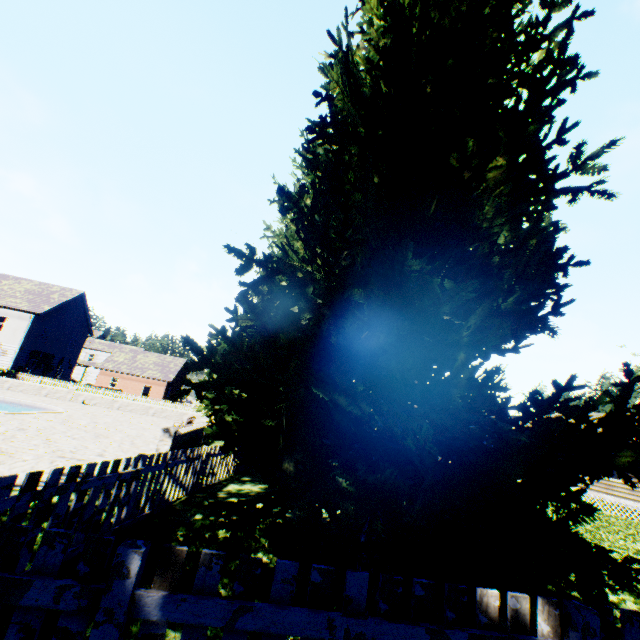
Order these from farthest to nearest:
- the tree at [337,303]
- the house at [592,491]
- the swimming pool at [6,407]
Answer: the house at [592,491], the swimming pool at [6,407], the tree at [337,303]

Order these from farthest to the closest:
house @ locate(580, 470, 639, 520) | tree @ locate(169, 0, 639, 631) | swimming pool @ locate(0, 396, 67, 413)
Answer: house @ locate(580, 470, 639, 520), swimming pool @ locate(0, 396, 67, 413), tree @ locate(169, 0, 639, 631)

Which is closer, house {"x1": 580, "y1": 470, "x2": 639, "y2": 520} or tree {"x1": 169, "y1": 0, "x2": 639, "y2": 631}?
tree {"x1": 169, "y1": 0, "x2": 639, "y2": 631}

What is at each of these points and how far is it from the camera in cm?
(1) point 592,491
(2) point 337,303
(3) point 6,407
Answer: (1) house, 2000
(2) tree, 317
(3) swimming pool, 1828

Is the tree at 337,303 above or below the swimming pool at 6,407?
above

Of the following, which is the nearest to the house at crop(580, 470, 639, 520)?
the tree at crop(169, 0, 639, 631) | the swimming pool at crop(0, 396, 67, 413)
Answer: the tree at crop(169, 0, 639, 631)

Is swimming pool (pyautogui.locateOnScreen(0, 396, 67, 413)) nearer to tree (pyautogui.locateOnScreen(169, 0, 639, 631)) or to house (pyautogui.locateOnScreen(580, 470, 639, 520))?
tree (pyautogui.locateOnScreen(169, 0, 639, 631))
